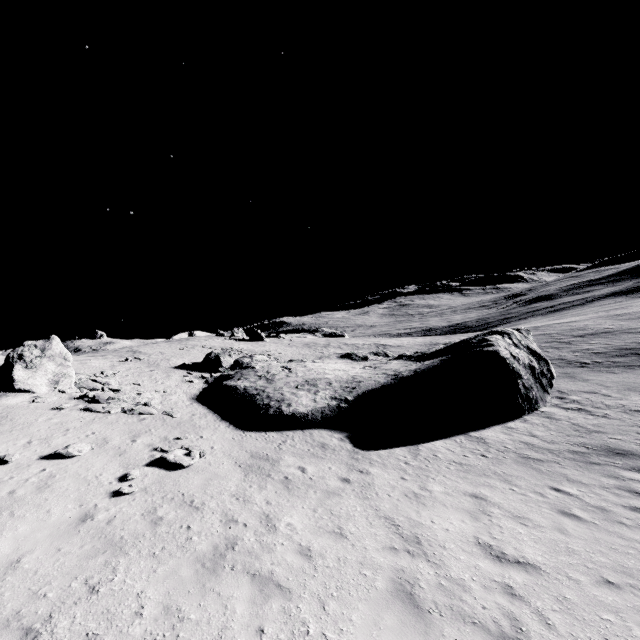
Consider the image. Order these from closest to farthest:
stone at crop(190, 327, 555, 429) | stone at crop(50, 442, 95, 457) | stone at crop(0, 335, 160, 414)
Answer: stone at crop(50, 442, 95, 457)
stone at crop(0, 335, 160, 414)
stone at crop(190, 327, 555, 429)

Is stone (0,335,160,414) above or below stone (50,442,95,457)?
above

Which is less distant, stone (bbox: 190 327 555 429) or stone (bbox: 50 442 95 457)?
stone (bbox: 50 442 95 457)

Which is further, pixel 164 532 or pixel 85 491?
pixel 85 491

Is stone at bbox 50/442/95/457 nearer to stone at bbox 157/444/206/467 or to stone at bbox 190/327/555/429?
stone at bbox 157/444/206/467

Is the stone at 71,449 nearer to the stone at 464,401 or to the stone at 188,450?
the stone at 188,450

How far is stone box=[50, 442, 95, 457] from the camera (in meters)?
11.63

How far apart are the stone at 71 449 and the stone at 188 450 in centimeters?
276cm
